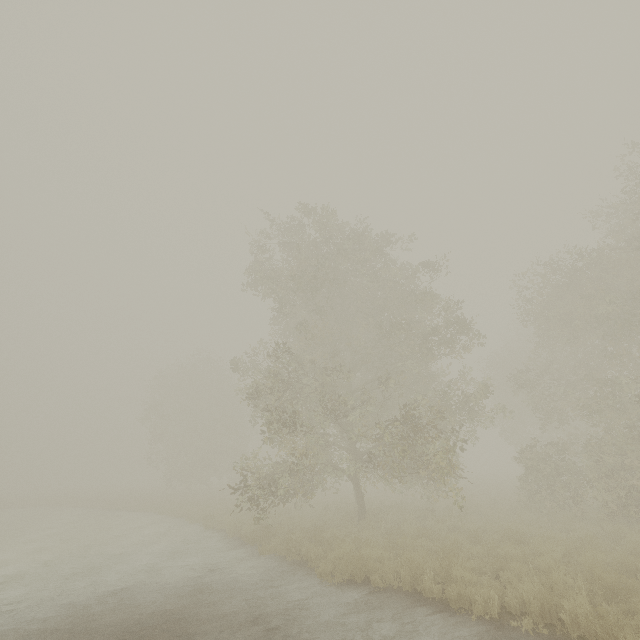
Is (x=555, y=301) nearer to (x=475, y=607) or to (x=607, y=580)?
(x=607, y=580)
